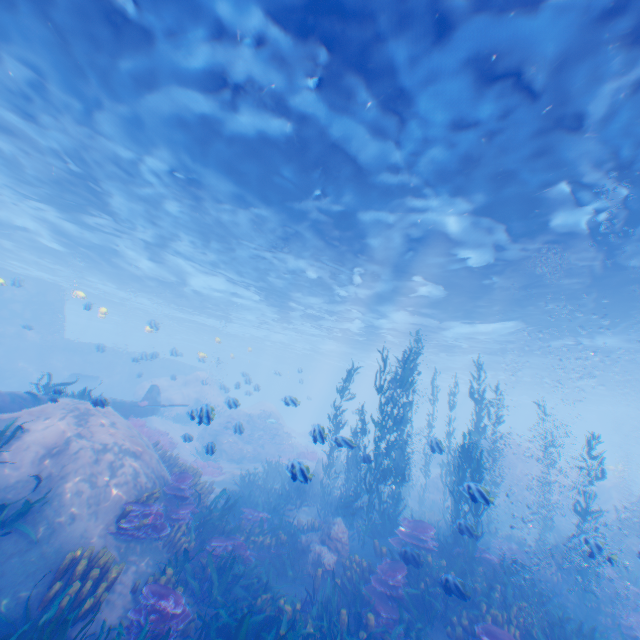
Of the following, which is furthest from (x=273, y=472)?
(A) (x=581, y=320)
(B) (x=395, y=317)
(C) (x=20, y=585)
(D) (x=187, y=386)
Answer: (A) (x=581, y=320)

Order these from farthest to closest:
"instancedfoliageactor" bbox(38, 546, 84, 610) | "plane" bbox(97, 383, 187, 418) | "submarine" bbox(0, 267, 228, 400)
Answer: "submarine" bbox(0, 267, 228, 400) < "plane" bbox(97, 383, 187, 418) < "instancedfoliageactor" bbox(38, 546, 84, 610)

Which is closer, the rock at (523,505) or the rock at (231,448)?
the rock at (523,505)

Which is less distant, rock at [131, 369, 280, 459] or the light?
the light

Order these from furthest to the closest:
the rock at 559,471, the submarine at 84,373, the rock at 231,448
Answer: the submarine at 84,373, the rock at 231,448, the rock at 559,471

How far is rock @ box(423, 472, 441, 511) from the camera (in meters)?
19.89

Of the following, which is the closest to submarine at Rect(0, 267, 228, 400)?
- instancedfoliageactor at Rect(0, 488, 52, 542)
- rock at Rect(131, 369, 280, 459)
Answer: rock at Rect(131, 369, 280, 459)
